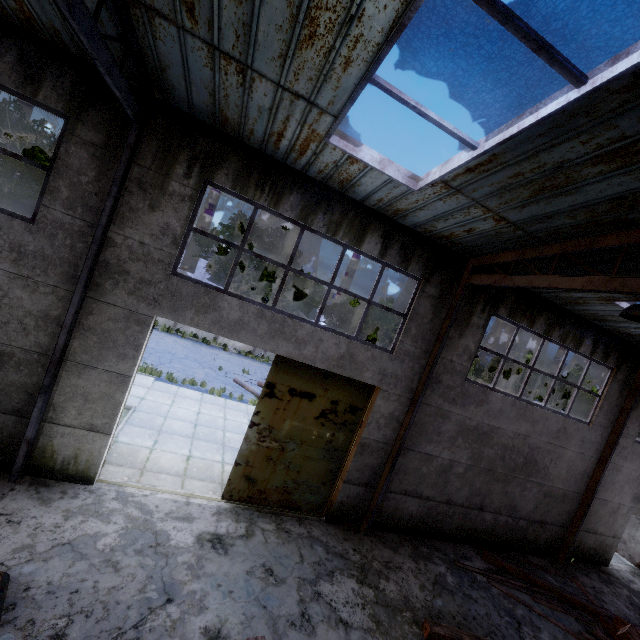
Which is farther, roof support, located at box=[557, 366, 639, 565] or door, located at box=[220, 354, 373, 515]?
roof support, located at box=[557, 366, 639, 565]

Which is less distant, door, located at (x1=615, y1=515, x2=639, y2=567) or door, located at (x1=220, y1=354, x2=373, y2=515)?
door, located at (x1=220, y1=354, x2=373, y2=515)

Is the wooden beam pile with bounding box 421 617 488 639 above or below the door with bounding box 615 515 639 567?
below

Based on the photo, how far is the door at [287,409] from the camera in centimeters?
782cm

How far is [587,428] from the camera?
10.7m

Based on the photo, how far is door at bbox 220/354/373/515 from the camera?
7.82m

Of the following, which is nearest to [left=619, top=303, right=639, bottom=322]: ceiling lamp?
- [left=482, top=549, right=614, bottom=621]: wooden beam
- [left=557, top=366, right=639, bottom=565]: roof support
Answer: [left=557, top=366, right=639, bottom=565]: roof support

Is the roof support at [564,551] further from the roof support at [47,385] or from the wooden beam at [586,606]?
the roof support at [47,385]
